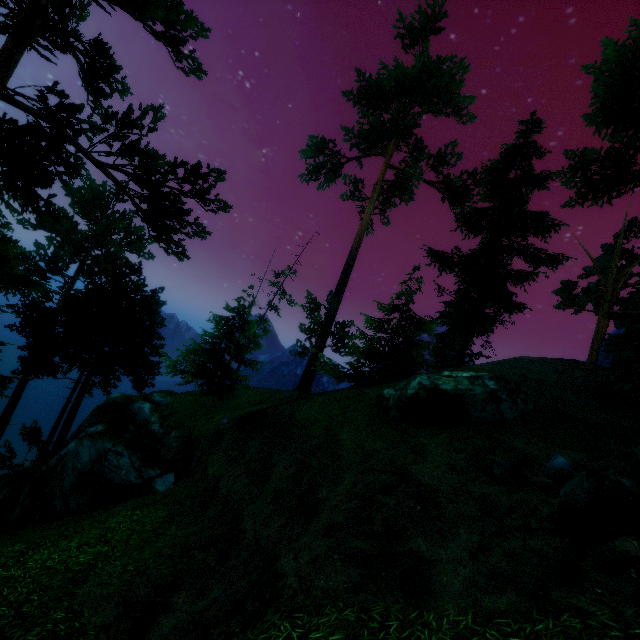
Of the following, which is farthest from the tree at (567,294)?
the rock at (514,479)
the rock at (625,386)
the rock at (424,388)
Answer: the rock at (514,479)

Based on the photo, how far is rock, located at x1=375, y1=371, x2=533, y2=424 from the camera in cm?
1187

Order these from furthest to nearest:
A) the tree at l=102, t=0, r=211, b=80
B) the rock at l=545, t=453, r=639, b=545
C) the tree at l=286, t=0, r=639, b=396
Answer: the tree at l=286, t=0, r=639, b=396 → the tree at l=102, t=0, r=211, b=80 → the rock at l=545, t=453, r=639, b=545

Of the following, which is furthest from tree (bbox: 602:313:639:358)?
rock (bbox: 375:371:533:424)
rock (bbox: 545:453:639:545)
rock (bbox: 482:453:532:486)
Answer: rock (bbox: 482:453:532:486)

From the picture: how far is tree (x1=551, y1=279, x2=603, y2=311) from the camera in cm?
2947

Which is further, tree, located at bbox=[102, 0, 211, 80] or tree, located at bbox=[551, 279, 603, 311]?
tree, located at bbox=[551, 279, 603, 311]

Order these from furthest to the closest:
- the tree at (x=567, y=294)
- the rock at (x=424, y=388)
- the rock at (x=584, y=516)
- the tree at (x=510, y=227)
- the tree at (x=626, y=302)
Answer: the tree at (x=567, y=294) < the tree at (x=626, y=302) < the tree at (x=510, y=227) < the rock at (x=424, y=388) < the rock at (x=584, y=516)

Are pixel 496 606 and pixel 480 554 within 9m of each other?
yes
